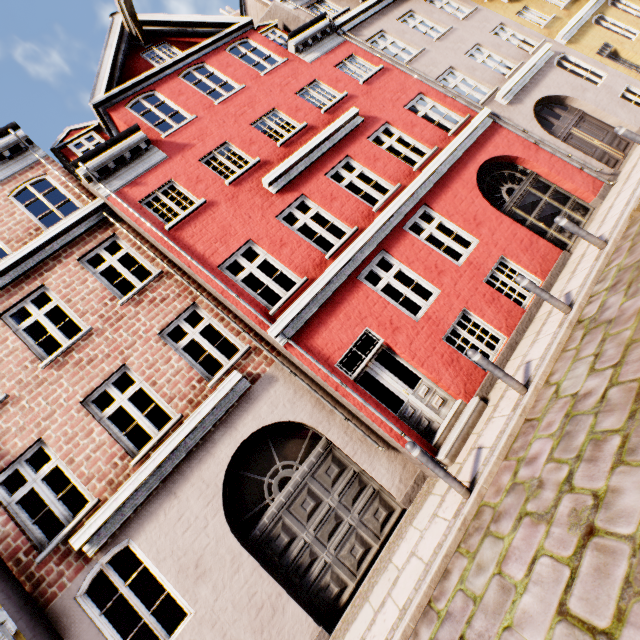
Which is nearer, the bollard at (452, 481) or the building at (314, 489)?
the bollard at (452, 481)

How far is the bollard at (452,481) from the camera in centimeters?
475cm

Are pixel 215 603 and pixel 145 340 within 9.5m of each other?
yes

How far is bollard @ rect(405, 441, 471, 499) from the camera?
4.8m

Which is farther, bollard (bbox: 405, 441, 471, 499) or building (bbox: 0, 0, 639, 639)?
building (bbox: 0, 0, 639, 639)
